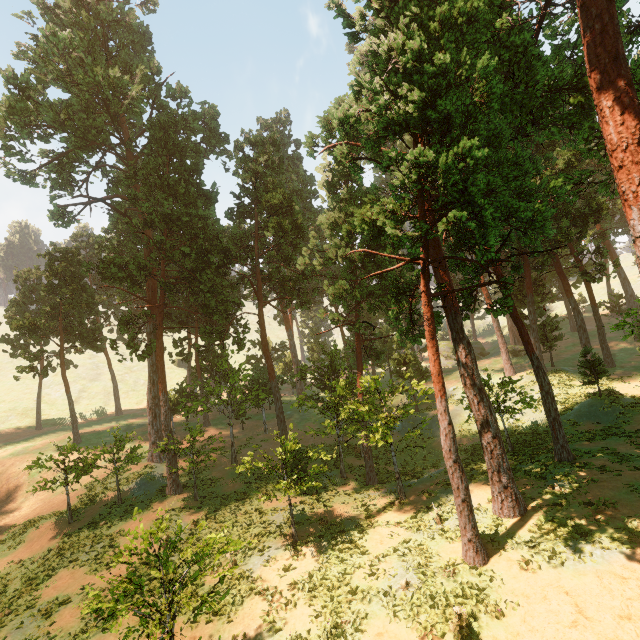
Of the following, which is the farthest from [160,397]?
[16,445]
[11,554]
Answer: [16,445]
